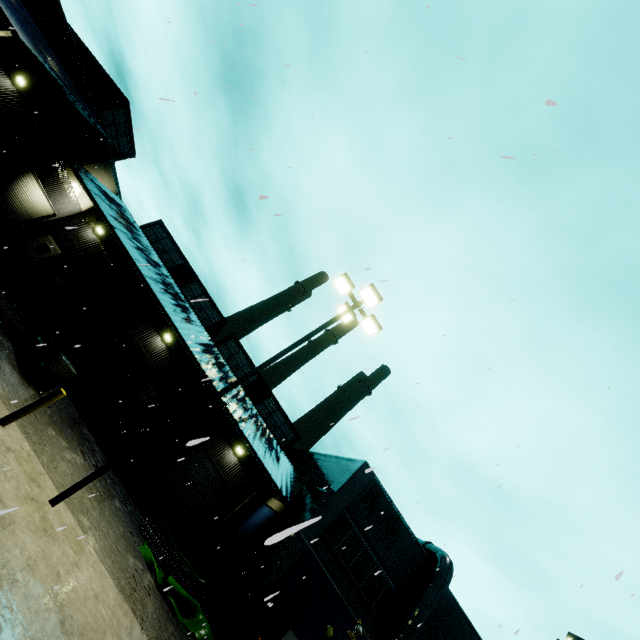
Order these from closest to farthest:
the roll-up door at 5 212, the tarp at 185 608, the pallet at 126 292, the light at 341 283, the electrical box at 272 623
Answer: the light at 341 283, the tarp at 185 608, the pallet at 126 292, the electrical box at 272 623, the roll-up door at 5 212

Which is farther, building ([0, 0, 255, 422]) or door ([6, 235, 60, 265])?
door ([6, 235, 60, 265])

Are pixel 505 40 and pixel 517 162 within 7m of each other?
yes

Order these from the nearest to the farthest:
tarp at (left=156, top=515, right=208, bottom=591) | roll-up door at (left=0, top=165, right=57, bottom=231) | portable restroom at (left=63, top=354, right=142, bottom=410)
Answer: tarp at (left=156, top=515, right=208, bottom=591) → portable restroom at (left=63, top=354, right=142, bottom=410) → roll-up door at (left=0, top=165, right=57, bottom=231)

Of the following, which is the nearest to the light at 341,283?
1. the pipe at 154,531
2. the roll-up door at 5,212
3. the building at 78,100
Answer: the building at 78,100

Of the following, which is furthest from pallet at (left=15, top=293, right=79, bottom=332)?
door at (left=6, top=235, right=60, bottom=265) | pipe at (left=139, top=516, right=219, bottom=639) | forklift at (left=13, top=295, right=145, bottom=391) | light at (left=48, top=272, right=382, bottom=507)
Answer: light at (left=48, top=272, right=382, bottom=507)

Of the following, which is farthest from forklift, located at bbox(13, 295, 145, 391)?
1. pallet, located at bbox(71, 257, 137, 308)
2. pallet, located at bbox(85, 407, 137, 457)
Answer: pallet, located at bbox(85, 407, 137, 457)

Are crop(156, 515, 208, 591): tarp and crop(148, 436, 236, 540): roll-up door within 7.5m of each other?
yes
